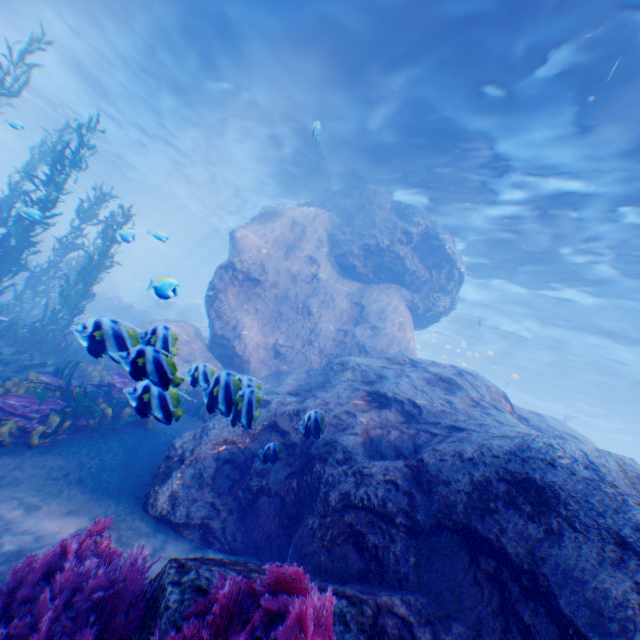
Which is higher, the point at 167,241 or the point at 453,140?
the point at 453,140

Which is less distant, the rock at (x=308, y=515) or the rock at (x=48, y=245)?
the rock at (x=308, y=515)

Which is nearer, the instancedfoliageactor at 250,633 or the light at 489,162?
the instancedfoliageactor at 250,633

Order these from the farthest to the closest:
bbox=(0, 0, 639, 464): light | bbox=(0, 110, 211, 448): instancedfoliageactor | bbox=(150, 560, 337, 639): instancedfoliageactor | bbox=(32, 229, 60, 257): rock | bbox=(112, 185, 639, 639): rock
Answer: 1. bbox=(32, 229, 60, 257): rock
2. bbox=(0, 0, 639, 464): light
3. bbox=(0, 110, 211, 448): instancedfoliageactor
4. bbox=(112, 185, 639, 639): rock
5. bbox=(150, 560, 337, 639): instancedfoliageactor

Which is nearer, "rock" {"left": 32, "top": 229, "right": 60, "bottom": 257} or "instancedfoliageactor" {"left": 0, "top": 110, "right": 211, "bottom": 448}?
"instancedfoliageactor" {"left": 0, "top": 110, "right": 211, "bottom": 448}

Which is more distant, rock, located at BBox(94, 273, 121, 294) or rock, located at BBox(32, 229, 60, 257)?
rock, located at BBox(94, 273, 121, 294)
